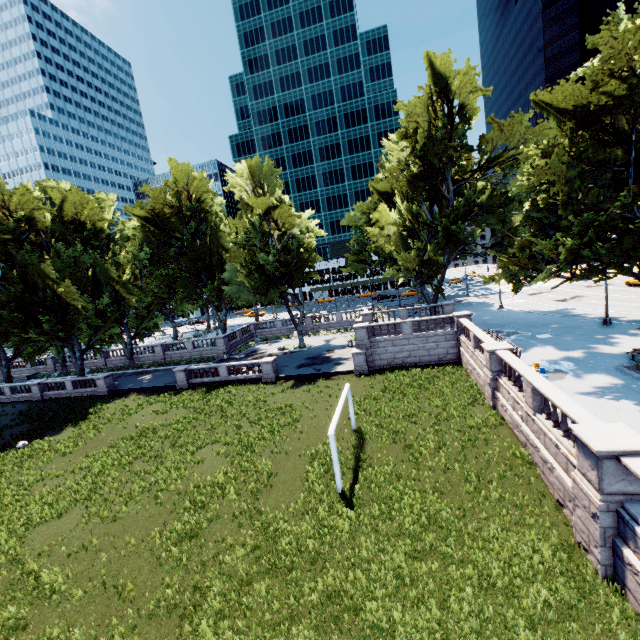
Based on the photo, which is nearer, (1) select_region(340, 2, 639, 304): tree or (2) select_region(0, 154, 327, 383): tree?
Answer: (1) select_region(340, 2, 639, 304): tree

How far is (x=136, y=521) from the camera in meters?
14.4 m

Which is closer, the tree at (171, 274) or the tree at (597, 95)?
the tree at (597, 95)
